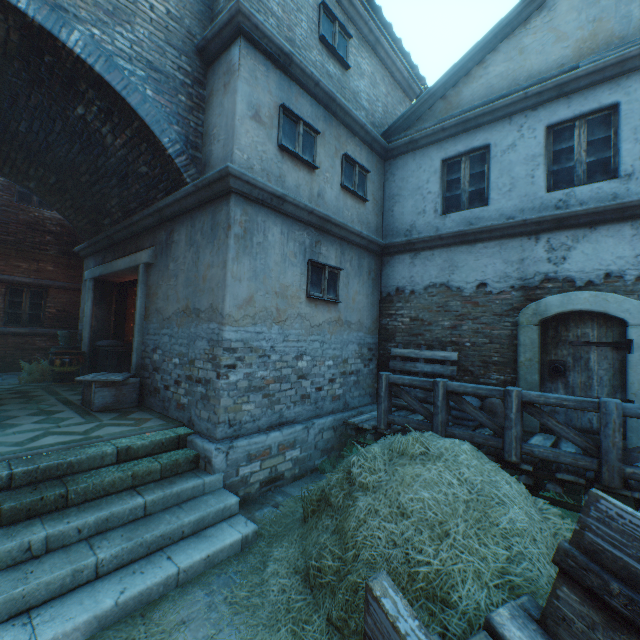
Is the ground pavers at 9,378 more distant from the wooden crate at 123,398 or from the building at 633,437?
the wooden crate at 123,398

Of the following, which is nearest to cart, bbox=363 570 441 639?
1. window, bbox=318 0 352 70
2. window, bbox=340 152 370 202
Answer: window, bbox=340 152 370 202

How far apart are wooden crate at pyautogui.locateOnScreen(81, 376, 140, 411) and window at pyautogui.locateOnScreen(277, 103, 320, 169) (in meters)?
5.08

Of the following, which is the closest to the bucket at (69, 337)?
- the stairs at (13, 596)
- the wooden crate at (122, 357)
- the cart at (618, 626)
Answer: the wooden crate at (122, 357)

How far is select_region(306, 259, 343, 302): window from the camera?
6.2m

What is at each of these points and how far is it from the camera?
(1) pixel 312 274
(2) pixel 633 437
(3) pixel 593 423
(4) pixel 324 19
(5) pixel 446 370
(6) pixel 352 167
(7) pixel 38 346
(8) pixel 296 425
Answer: (1) window, 6.26m
(2) building, 5.02m
(3) building, 5.45m
(4) window, 6.54m
(5) pallet, 6.82m
(6) window, 7.29m
(7) building, 10.77m
(8) building, 5.80m

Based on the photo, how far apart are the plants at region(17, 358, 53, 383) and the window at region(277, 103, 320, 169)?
8.33m

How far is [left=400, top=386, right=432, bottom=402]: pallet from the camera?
6.9m
